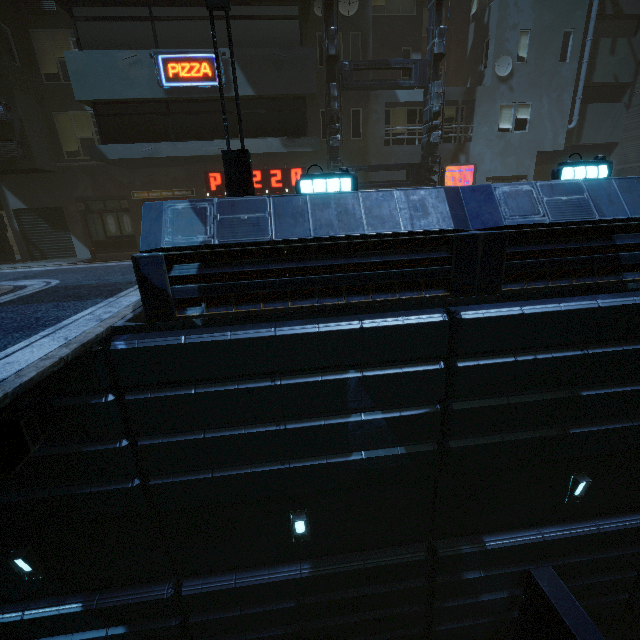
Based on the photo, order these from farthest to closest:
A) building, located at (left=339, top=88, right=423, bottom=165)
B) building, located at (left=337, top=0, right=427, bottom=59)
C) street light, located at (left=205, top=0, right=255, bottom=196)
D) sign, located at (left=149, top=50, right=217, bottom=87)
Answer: building, located at (left=339, top=88, right=423, bottom=165) → building, located at (left=337, top=0, right=427, bottom=59) → sign, located at (left=149, top=50, right=217, bottom=87) → street light, located at (left=205, top=0, right=255, bottom=196)

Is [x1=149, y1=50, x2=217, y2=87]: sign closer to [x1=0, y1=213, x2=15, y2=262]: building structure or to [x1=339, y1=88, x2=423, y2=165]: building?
[x1=339, y1=88, x2=423, y2=165]: building

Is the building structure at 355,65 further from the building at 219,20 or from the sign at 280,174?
the sign at 280,174

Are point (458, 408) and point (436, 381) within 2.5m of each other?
yes

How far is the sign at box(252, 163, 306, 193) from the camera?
15.8 meters

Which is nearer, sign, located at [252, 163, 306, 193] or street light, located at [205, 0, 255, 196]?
street light, located at [205, 0, 255, 196]

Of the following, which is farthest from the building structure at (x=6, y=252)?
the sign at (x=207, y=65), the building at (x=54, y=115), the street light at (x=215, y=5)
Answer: the street light at (x=215, y=5)

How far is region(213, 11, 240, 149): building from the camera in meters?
11.9 m
